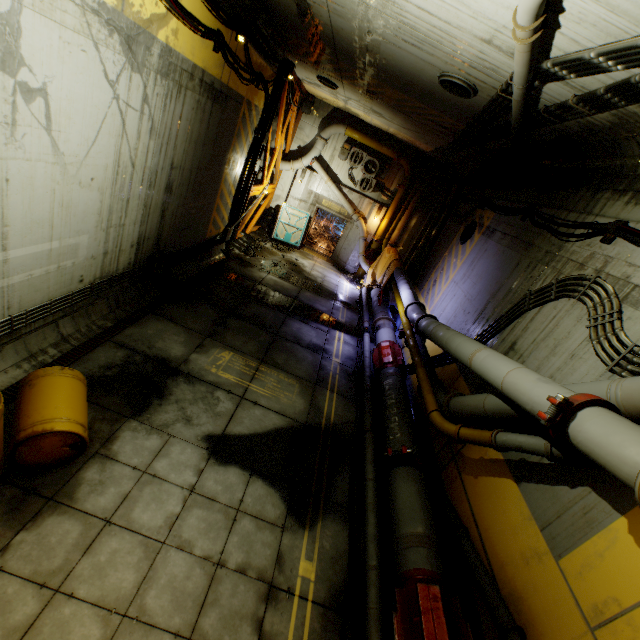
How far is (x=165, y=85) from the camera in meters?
6.0 m

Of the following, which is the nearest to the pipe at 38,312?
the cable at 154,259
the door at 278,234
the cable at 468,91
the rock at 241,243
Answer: the cable at 154,259

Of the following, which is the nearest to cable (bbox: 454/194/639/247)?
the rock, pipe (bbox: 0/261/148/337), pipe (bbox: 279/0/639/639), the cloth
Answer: pipe (bbox: 279/0/639/639)

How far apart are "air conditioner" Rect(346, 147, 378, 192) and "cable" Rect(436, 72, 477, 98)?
9.8m

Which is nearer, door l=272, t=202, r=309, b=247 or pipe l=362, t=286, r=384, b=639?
pipe l=362, t=286, r=384, b=639

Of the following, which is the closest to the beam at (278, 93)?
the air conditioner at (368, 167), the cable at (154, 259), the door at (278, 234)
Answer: the cable at (154, 259)

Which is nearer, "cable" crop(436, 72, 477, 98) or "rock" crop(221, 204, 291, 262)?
"cable" crop(436, 72, 477, 98)

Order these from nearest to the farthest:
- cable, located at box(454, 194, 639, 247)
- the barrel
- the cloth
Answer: the barrel < cable, located at box(454, 194, 639, 247) < the cloth
